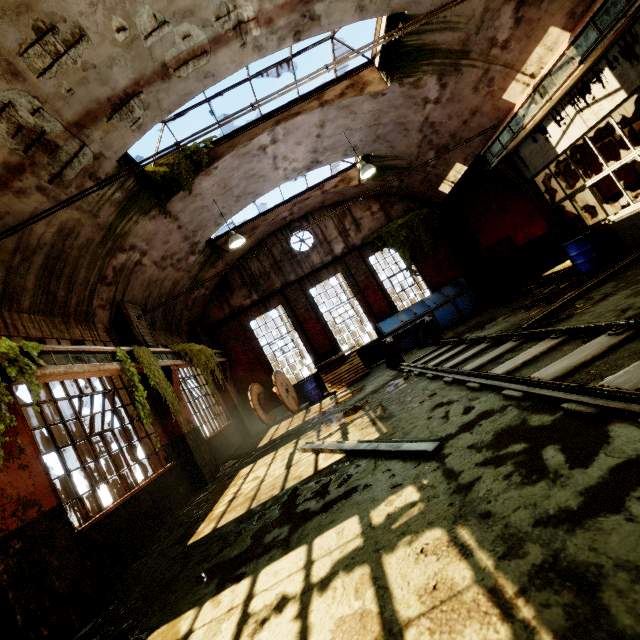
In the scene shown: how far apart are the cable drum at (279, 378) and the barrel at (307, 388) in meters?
0.9

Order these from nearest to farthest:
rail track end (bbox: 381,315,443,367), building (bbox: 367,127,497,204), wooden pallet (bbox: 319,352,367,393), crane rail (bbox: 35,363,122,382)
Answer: crane rail (bbox: 35,363,122,382) < rail track end (bbox: 381,315,443,367) < building (bbox: 367,127,497,204) < wooden pallet (bbox: 319,352,367,393)

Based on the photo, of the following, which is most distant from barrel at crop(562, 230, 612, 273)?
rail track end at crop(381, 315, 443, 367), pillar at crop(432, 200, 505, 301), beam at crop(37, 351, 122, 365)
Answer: beam at crop(37, 351, 122, 365)

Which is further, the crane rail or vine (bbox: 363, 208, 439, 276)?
vine (bbox: 363, 208, 439, 276)

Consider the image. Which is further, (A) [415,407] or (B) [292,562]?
(A) [415,407]

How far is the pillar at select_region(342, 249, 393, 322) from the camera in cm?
1452

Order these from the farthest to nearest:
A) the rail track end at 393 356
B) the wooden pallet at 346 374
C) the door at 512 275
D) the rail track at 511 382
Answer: the door at 512 275 → the wooden pallet at 346 374 → the rail track end at 393 356 → the rail track at 511 382

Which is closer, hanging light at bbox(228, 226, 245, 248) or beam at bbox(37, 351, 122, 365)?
beam at bbox(37, 351, 122, 365)
